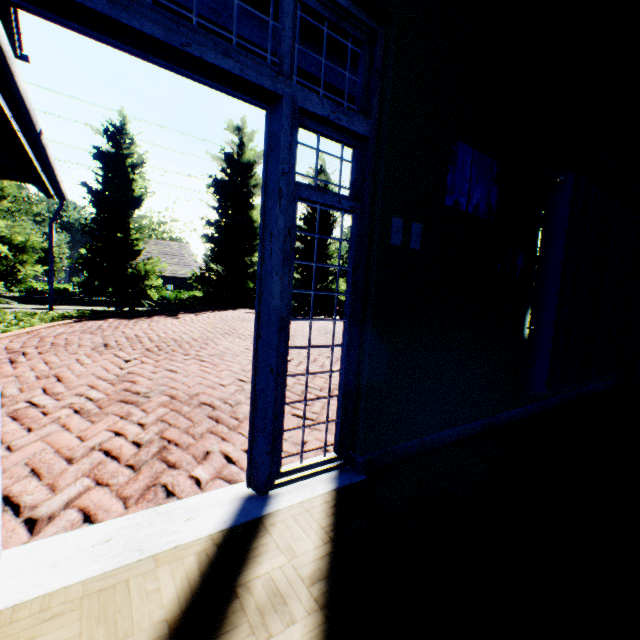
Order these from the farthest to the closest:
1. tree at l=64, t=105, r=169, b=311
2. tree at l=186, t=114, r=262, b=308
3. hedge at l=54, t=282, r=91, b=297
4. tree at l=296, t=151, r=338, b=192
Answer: hedge at l=54, t=282, r=91, b=297 → tree at l=296, t=151, r=338, b=192 → tree at l=186, t=114, r=262, b=308 → tree at l=64, t=105, r=169, b=311

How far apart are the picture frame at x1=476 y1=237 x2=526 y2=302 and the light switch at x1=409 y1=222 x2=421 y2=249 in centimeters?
81cm

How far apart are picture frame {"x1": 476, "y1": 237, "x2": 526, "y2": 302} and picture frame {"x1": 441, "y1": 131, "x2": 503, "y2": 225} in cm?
13

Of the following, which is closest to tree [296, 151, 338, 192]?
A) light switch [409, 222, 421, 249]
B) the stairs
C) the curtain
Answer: the stairs

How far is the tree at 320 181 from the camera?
20.3 meters

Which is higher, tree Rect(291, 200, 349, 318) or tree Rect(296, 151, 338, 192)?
tree Rect(296, 151, 338, 192)

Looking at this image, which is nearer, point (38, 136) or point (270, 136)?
point (270, 136)
